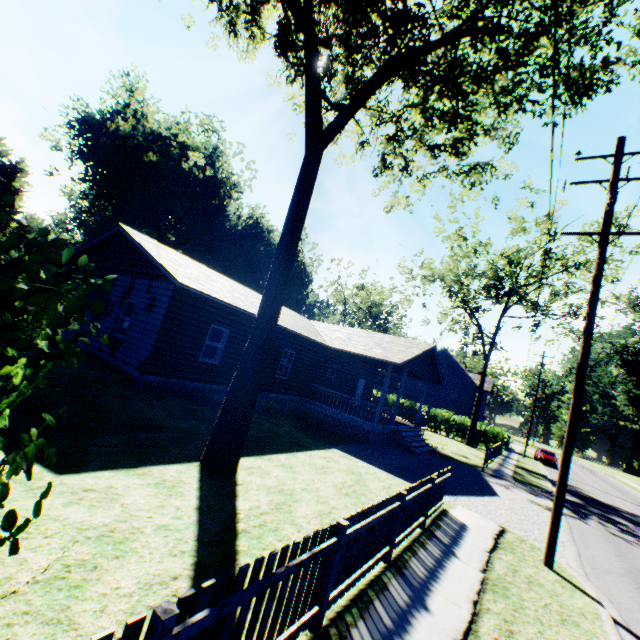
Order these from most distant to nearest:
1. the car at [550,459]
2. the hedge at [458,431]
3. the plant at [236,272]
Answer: the car at [550,459], the hedge at [458,431], the plant at [236,272]

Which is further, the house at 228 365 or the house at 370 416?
the house at 370 416

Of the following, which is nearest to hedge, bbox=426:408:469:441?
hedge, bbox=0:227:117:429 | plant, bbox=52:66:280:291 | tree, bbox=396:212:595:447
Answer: tree, bbox=396:212:595:447

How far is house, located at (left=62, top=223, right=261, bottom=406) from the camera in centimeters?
1182cm

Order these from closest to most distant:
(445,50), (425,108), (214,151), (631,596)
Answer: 1. (631,596)
2. (425,108)
3. (445,50)
4. (214,151)

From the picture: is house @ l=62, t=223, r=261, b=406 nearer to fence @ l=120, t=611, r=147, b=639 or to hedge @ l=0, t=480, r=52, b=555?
hedge @ l=0, t=480, r=52, b=555

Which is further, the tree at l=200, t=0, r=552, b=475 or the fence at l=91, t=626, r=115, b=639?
the tree at l=200, t=0, r=552, b=475
